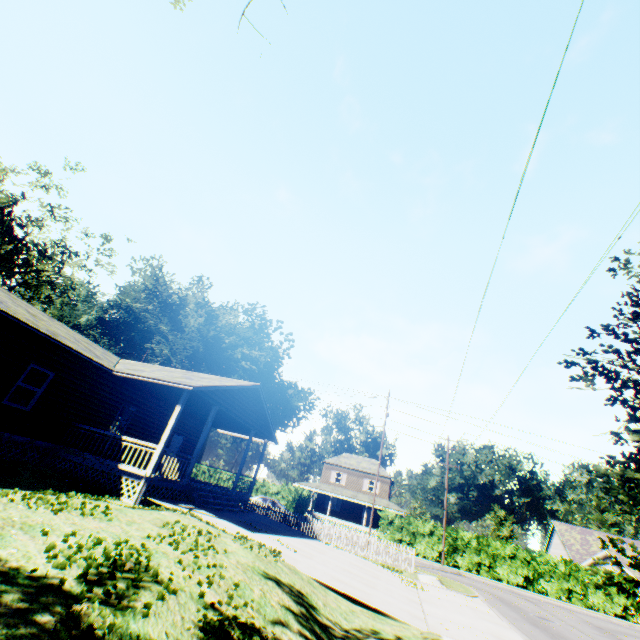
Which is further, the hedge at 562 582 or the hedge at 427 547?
the hedge at 427 547

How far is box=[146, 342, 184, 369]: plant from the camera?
57.34m

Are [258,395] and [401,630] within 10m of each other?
no

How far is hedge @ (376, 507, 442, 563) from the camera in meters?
32.0 m

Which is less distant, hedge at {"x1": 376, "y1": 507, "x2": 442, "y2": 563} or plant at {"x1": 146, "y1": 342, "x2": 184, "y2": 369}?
hedge at {"x1": 376, "y1": 507, "x2": 442, "y2": 563}

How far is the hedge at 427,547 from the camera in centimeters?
3203cm

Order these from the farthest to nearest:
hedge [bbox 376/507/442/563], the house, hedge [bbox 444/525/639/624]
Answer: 1. hedge [bbox 376/507/442/563]
2. hedge [bbox 444/525/639/624]
3. the house

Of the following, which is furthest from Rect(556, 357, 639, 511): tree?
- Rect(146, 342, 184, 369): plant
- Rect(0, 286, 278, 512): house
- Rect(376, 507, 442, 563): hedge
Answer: Rect(146, 342, 184, 369): plant
